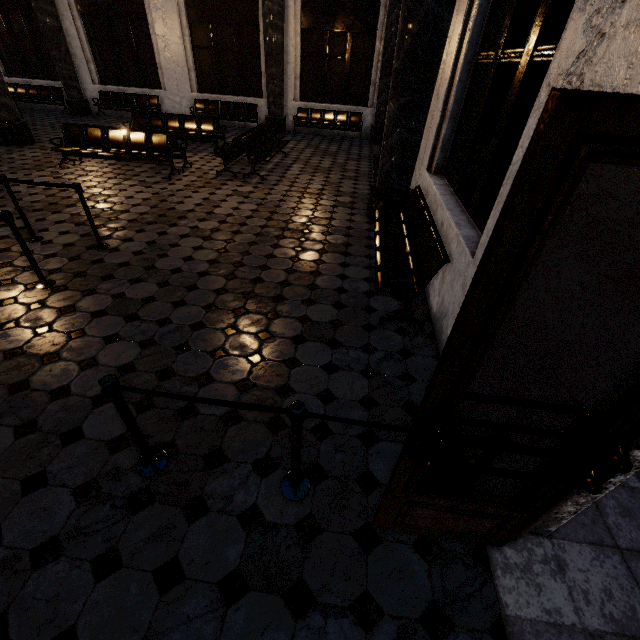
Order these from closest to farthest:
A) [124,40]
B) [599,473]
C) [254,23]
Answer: [599,473]
[254,23]
[124,40]
